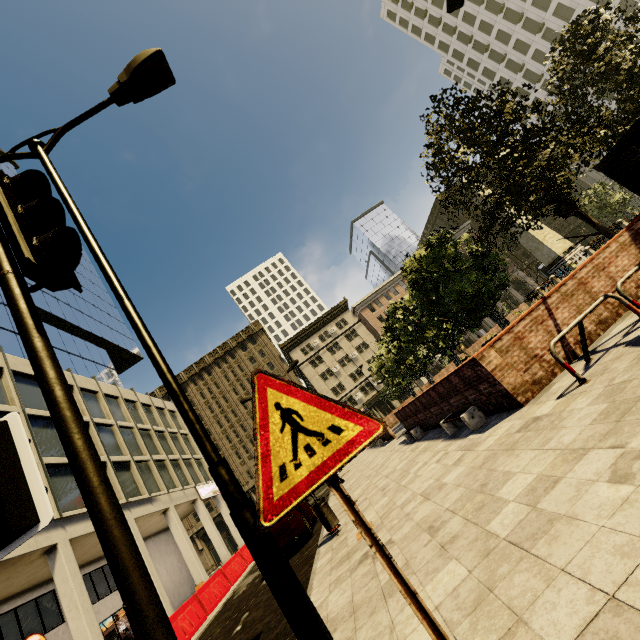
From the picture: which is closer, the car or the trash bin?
the trash bin

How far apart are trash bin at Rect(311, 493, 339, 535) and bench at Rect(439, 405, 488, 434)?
3.6m

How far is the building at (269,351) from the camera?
51.9m

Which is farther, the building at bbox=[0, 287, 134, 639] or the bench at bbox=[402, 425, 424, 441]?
the building at bbox=[0, 287, 134, 639]

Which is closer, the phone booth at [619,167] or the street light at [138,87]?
the street light at [138,87]

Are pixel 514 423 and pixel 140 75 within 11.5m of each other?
yes

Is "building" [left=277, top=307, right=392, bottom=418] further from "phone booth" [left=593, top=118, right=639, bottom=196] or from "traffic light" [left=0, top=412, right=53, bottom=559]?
"phone booth" [left=593, top=118, right=639, bottom=196]

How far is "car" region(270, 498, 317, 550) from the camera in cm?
1023
